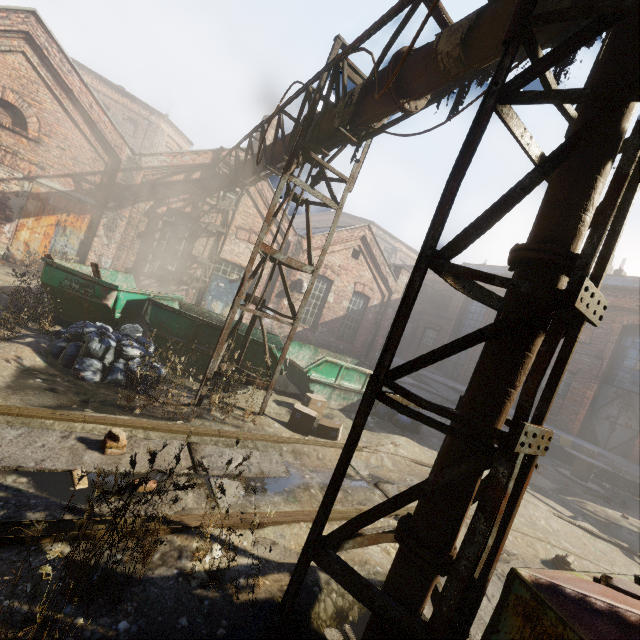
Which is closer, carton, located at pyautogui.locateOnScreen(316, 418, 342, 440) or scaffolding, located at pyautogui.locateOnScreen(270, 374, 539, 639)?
scaffolding, located at pyautogui.locateOnScreen(270, 374, 539, 639)

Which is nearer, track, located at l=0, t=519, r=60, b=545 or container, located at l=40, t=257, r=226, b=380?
track, located at l=0, t=519, r=60, b=545

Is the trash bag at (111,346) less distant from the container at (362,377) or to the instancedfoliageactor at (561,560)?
the container at (362,377)

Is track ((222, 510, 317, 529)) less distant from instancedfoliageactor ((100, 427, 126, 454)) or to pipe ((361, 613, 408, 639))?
instancedfoliageactor ((100, 427, 126, 454))

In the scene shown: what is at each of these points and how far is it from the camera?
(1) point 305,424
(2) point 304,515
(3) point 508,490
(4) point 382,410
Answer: (1) carton, 6.6 meters
(2) track, 3.9 meters
(3) scaffolding, 2.1 meters
(4) trash bag, 10.0 meters

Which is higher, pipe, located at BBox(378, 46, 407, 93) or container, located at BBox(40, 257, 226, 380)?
pipe, located at BBox(378, 46, 407, 93)

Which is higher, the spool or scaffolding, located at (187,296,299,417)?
scaffolding, located at (187,296,299,417)

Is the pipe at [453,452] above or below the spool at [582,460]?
above
